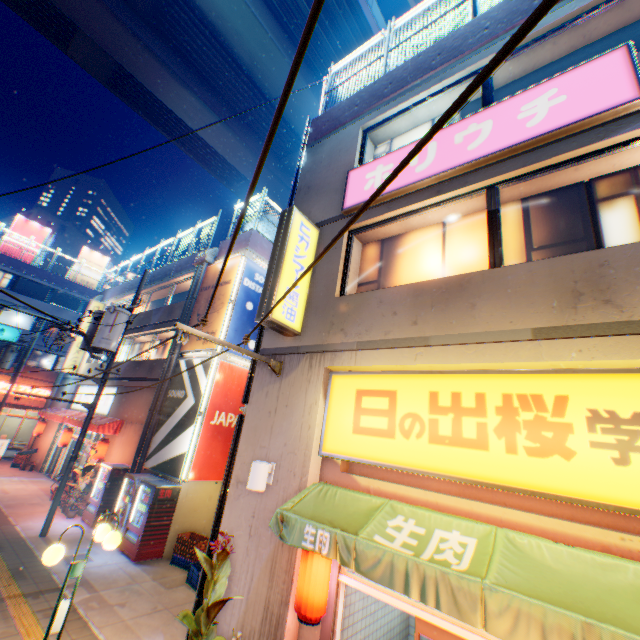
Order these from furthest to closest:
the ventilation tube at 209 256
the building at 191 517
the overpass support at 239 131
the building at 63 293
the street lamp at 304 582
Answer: the building at 63 293
the overpass support at 239 131
the ventilation tube at 209 256
the building at 191 517
the street lamp at 304 582

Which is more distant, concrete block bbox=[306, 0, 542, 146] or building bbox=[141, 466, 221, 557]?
building bbox=[141, 466, 221, 557]

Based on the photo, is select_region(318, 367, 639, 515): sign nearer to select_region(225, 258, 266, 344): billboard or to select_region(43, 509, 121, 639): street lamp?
→ select_region(43, 509, 121, 639): street lamp

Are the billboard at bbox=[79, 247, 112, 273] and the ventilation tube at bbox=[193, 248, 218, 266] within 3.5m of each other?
no

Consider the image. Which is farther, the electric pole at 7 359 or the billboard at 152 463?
the electric pole at 7 359

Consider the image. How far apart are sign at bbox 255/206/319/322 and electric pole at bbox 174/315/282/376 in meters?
0.3 m

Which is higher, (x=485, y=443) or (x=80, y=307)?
(x=80, y=307)

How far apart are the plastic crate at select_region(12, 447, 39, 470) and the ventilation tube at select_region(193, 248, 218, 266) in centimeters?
1627cm
